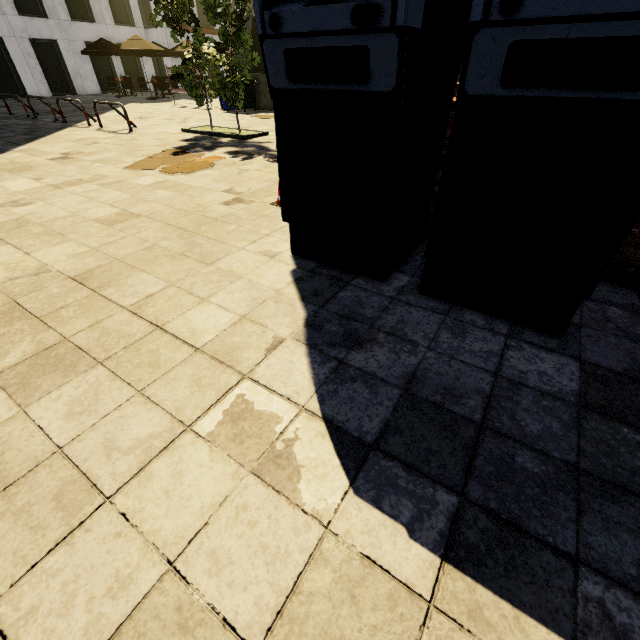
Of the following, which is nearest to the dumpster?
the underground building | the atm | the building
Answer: the underground building

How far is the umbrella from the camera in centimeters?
1741cm

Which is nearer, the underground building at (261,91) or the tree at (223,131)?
the tree at (223,131)

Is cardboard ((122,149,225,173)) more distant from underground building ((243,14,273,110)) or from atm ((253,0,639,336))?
underground building ((243,14,273,110))

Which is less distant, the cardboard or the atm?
the atm

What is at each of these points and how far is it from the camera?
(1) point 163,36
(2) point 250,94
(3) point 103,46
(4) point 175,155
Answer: (1) building, 26.1m
(2) dumpster, 13.5m
(3) umbrella, 19.0m
(4) cardboard, 6.7m

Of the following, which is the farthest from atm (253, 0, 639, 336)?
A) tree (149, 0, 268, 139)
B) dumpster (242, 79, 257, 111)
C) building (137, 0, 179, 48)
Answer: building (137, 0, 179, 48)

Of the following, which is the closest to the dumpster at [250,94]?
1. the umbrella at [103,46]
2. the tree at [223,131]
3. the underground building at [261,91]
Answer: the underground building at [261,91]
